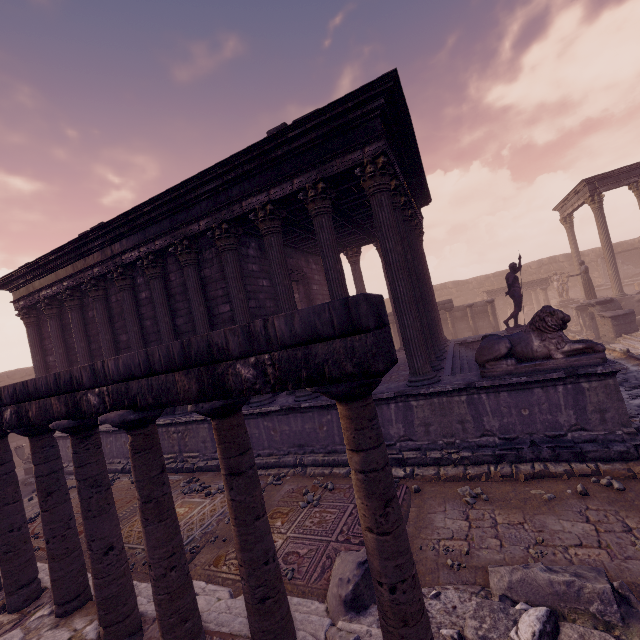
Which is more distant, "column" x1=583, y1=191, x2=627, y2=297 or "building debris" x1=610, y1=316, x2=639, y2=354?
"column" x1=583, y1=191, x2=627, y2=297

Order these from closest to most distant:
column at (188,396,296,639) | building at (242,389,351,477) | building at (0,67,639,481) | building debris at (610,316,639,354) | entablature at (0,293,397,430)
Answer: entablature at (0,293,397,430), column at (188,396,296,639), building at (0,67,639,481), building at (242,389,351,477), building debris at (610,316,639,354)

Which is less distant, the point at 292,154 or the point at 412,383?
the point at 412,383

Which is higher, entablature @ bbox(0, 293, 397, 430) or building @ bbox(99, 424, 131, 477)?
entablature @ bbox(0, 293, 397, 430)

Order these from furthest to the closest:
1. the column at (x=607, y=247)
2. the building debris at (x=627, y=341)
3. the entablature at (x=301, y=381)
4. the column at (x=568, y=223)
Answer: the column at (x=568, y=223), the column at (x=607, y=247), the building debris at (x=627, y=341), the entablature at (x=301, y=381)

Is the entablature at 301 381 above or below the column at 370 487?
above

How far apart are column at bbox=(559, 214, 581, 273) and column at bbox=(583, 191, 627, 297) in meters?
Result: 4.2 m

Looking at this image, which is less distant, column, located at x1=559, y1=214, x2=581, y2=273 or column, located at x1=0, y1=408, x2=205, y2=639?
column, located at x1=0, y1=408, x2=205, y2=639
